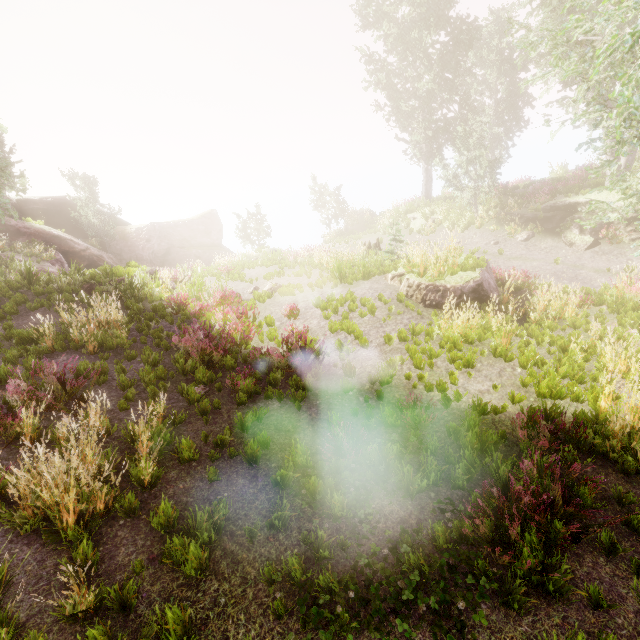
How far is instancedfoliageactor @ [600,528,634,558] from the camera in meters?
3.3

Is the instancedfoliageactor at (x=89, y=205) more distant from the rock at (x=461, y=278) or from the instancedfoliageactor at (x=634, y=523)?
the rock at (x=461, y=278)

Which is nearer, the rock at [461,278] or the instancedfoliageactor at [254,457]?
the instancedfoliageactor at [254,457]

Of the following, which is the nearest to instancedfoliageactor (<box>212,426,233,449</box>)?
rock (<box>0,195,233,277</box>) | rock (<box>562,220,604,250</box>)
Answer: rock (<box>0,195,233,277</box>)

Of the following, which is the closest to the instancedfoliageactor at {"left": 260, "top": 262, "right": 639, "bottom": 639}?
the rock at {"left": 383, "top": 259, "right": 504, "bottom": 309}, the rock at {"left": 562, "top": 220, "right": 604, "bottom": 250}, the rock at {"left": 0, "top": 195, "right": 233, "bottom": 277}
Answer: the rock at {"left": 0, "top": 195, "right": 233, "bottom": 277}

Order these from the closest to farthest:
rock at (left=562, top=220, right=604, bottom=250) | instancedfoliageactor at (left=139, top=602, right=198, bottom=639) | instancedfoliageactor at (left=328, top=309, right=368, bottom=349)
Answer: instancedfoliageactor at (left=139, top=602, right=198, bottom=639), instancedfoliageactor at (left=328, top=309, right=368, bottom=349), rock at (left=562, top=220, right=604, bottom=250)

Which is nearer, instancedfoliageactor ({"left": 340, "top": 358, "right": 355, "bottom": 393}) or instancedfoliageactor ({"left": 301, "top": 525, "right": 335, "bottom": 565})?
instancedfoliageactor ({"left": 301, "top": 525, "right": 335, "bottom": 565})

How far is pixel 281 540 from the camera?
3.86m
